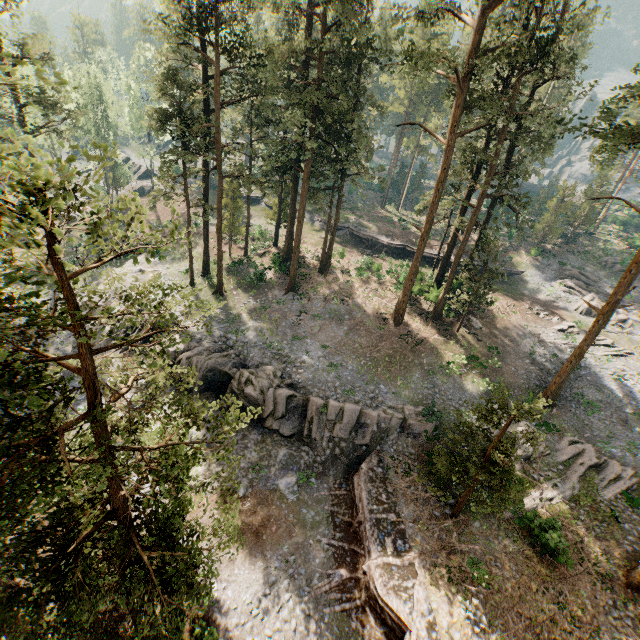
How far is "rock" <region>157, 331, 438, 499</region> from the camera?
20.6m

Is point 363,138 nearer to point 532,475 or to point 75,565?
point 532,475

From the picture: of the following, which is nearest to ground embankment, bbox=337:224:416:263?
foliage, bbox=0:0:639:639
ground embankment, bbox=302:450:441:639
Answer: foliage, bbox=0:0:639:639

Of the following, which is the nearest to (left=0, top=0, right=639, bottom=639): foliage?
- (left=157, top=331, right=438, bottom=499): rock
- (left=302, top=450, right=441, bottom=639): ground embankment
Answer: (left=302, top=450, right=441, bottom=639): ground embankment

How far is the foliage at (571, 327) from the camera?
33.0 meters

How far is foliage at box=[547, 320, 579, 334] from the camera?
33.03m

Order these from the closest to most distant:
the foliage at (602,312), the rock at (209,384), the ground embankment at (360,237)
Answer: the foliage at (602,312), the rock at (209,384), the ground embankment at (360,237)
